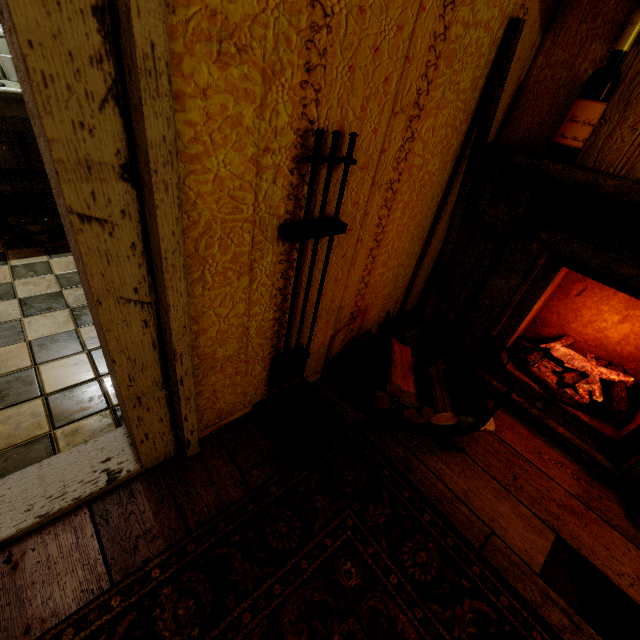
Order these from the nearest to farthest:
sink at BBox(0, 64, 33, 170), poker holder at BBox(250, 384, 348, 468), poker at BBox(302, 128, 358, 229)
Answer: poker at BBox(302, 128, 358, 229), poker holder at BBox(250, 384, 348, 468), sink at BBox(0, 64, 33, 170)

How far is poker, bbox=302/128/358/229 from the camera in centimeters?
88cm

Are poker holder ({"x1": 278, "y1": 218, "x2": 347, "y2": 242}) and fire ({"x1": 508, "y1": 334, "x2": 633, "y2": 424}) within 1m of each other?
no

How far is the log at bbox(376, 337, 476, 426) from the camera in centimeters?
147cm

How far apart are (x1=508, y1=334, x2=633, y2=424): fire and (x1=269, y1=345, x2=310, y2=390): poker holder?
1.4m

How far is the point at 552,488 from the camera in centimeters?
152cm

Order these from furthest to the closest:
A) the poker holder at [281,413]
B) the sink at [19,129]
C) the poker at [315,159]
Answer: the sink at [19,129] < the poker holder at [281,413] < the poker at [315,159]

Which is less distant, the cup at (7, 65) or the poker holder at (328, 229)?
the poker holder at (328, 229)
